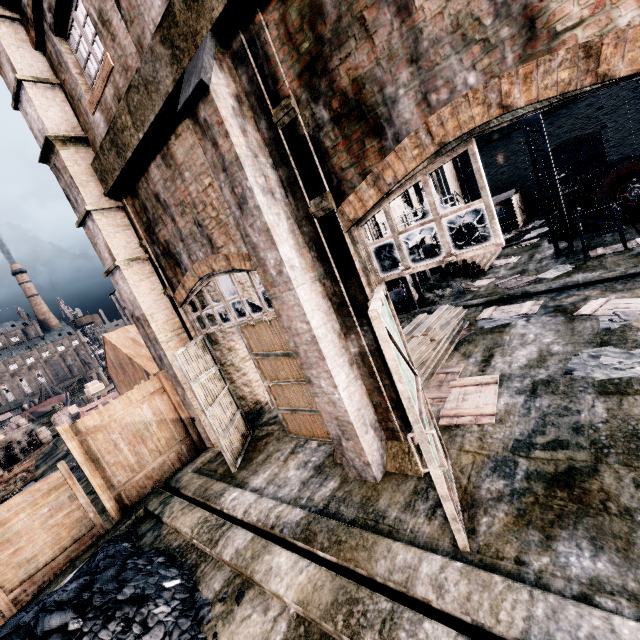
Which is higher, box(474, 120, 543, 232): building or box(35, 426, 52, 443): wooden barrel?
box(474, 120, 543, 232): building

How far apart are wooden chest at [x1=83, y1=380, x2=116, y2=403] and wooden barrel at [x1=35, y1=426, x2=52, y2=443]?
4.9 meters

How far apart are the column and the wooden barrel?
31.80m

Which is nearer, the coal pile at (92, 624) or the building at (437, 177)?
the coal pile at (92, 624)

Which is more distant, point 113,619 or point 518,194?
point 518,194

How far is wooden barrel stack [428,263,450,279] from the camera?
20.44m

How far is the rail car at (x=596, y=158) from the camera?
40.1m

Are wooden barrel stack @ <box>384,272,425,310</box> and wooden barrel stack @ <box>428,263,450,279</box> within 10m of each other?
yes
